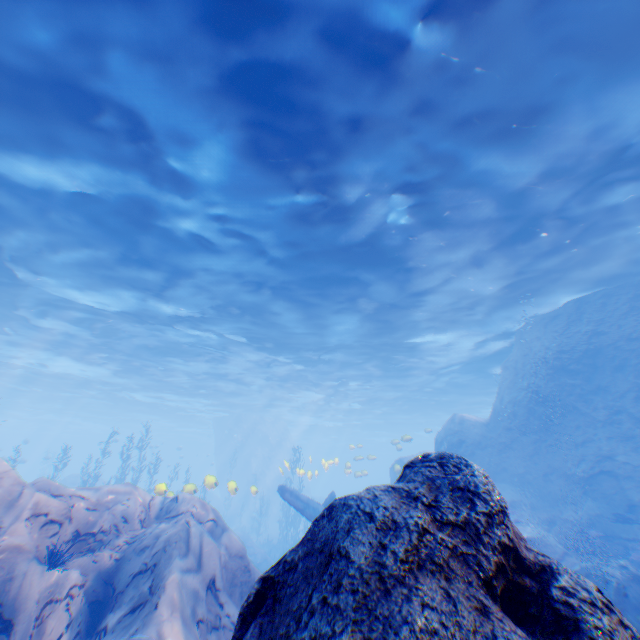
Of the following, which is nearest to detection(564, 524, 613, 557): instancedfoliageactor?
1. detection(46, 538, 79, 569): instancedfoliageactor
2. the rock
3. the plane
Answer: the rock

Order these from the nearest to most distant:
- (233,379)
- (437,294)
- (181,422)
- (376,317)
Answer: (437,294) < (376,317) < (233,379) < (181,422)

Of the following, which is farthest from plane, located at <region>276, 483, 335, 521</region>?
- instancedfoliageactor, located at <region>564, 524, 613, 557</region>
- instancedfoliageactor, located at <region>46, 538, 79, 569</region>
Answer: instancedfoliageactor, located at <region>564, 524, 613, 557</region>

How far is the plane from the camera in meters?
13.0 m

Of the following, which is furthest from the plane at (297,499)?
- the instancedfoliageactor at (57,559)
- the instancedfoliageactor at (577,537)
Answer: the instancedfoliageactor at (577,537)

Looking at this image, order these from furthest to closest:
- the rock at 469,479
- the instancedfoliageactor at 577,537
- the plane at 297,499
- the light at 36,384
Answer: the plane at 297,499
the instancedfoliageactor at 577,537
the light at 36,384
the rock at 469,479

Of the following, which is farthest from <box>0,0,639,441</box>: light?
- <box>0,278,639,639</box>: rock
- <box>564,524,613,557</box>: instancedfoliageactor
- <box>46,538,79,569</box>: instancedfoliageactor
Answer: <box>564,524,613,557</box>: instancedfoliageactor

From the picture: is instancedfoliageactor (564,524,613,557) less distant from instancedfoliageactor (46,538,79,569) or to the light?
instancedfoliageactor (46,538,79,569)
